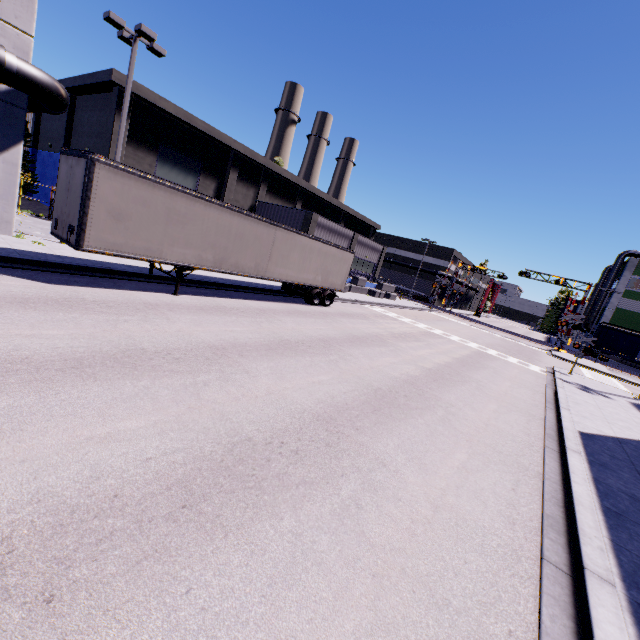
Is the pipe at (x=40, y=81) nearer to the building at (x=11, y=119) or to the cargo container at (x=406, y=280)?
the building at (x=11, y=119)

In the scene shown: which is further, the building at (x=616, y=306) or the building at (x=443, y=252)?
the building at (x=443, y=252)

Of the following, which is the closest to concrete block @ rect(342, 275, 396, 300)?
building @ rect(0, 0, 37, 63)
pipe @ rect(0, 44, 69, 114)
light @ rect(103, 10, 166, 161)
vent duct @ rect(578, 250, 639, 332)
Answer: building @ rect(0, 0, 37, 63)

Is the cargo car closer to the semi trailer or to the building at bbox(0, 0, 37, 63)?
the building at bbox(0, 0, 37, 63)

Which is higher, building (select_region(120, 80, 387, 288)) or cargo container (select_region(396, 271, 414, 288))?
building (select_region(120, 80, 387, 288))

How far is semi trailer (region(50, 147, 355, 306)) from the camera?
9.6m

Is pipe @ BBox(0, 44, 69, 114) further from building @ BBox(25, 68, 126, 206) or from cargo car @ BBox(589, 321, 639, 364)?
cargo car @ BBox(589, 321, 639, 364)

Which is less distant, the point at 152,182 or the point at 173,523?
the point at 173,523
